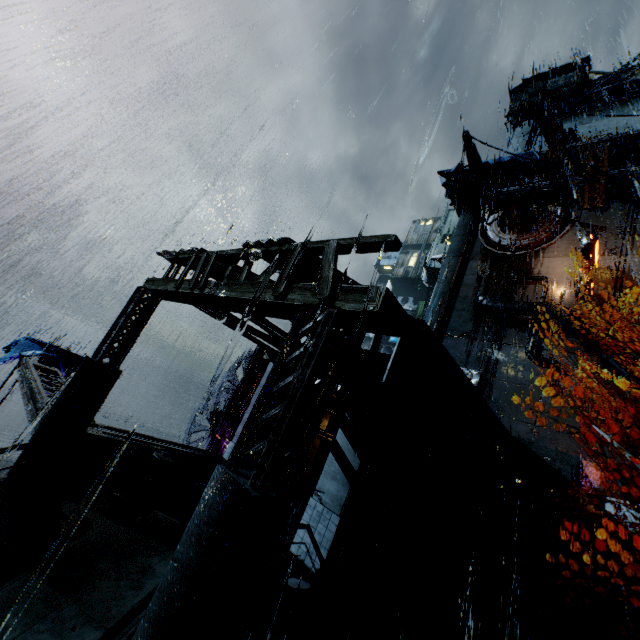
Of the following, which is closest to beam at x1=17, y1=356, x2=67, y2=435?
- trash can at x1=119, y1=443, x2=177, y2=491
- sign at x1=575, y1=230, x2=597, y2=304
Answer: trash can at x1=119, y1=443, x2=177, y2=491

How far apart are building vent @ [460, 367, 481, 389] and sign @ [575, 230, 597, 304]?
11.4 meters

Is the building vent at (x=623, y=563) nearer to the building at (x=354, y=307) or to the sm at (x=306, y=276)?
the building at (x=354, y=307)

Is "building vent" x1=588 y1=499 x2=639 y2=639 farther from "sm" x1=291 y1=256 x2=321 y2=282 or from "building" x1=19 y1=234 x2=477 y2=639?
"sm" x1=291 y1=256 x2=321 y2=282

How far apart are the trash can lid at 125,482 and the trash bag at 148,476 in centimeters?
1cm

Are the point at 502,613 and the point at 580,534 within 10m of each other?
no

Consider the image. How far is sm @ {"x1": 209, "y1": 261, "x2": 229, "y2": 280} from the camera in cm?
948

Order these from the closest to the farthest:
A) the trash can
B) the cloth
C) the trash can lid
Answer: the trash can lid
the trash can
the cloth
